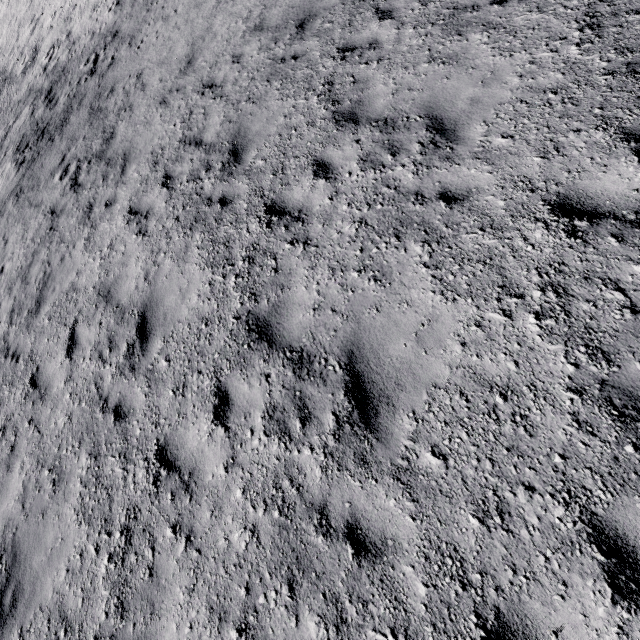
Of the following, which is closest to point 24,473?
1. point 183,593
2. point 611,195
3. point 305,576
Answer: point 183,593
